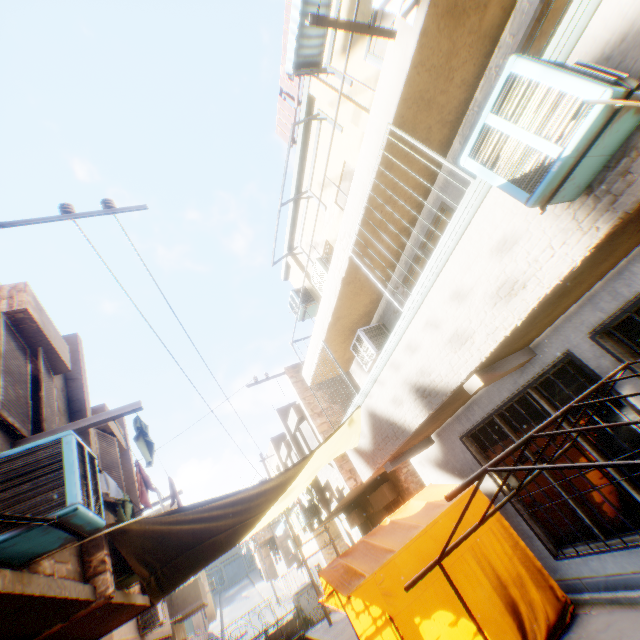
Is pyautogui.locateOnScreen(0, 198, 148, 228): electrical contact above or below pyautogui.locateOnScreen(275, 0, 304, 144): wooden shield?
below

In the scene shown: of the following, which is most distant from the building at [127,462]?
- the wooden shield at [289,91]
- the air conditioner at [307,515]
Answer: the wooden shield at [289,91]

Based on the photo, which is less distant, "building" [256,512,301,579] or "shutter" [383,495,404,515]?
"shutter" [383,495,404,515]

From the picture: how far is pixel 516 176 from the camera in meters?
2.6

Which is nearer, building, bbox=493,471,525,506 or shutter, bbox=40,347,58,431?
shutter, bbox=40,347,58,431

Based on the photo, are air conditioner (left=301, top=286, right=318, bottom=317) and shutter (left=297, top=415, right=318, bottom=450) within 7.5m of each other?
yes

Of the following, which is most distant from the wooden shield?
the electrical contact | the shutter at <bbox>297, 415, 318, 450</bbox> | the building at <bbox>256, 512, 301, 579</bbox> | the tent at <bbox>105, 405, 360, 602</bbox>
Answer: the building at <bbox>256, 512, 301, 579</bbox>

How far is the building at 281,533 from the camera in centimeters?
2216cm
